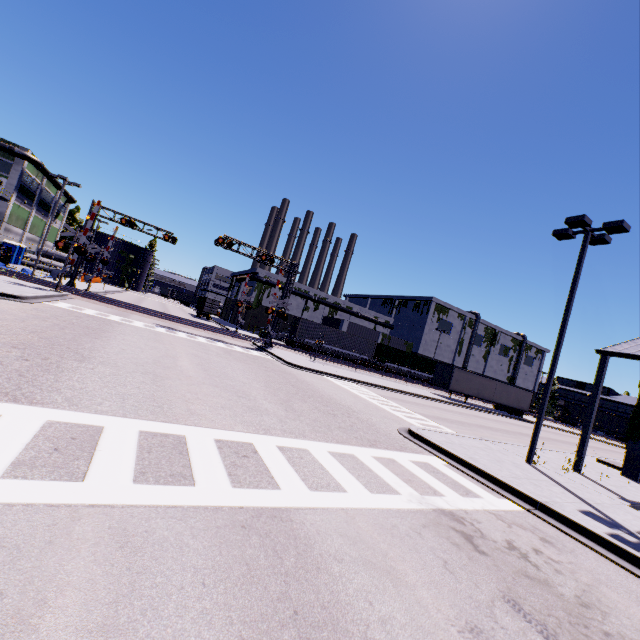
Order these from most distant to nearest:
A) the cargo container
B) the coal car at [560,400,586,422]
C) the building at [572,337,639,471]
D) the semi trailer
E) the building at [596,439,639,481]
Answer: the coal car at [560,400,586,422], the cargo container, the semi trailer, the building at [596,439,639,481], the building at [572,337,639,471]

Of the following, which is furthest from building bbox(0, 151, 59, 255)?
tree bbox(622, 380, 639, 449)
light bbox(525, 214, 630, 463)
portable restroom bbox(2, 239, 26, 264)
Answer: light bbox(525, 214, 630, 463)

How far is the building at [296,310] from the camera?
53.4m

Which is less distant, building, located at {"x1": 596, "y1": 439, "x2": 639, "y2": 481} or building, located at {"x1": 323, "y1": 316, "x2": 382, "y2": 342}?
building, located at {"x1": 596, "y1": 439, "x2": 639, "y2": 481}

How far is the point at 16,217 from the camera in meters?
44.8

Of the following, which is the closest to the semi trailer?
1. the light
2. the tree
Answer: the tree

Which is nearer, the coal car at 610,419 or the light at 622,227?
the light at 622,227
